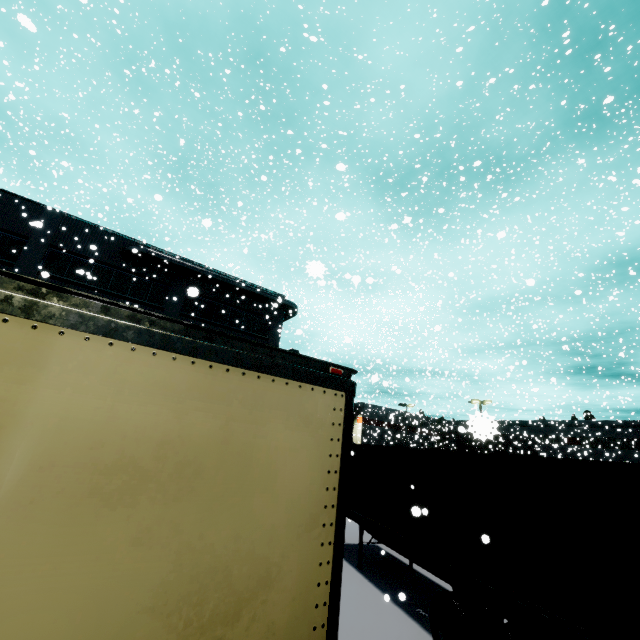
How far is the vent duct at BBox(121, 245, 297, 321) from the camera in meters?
21.1

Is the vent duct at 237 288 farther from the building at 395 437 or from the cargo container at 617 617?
the cargo container at 617 617

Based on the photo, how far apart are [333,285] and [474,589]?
18.76m

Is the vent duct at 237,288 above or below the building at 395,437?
above

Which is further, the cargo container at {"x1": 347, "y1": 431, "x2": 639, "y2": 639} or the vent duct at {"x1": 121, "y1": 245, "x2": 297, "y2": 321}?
the vent duct at {"x1": 121, "y1": 245, "x2": 297, "y2": 321}

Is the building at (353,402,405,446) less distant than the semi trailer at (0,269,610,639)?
No

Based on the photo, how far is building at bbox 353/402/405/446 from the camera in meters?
45.7 m

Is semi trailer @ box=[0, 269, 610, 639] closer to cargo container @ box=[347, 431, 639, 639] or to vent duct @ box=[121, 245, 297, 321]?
cargo container @ box=[347, 431, 639, 639]
